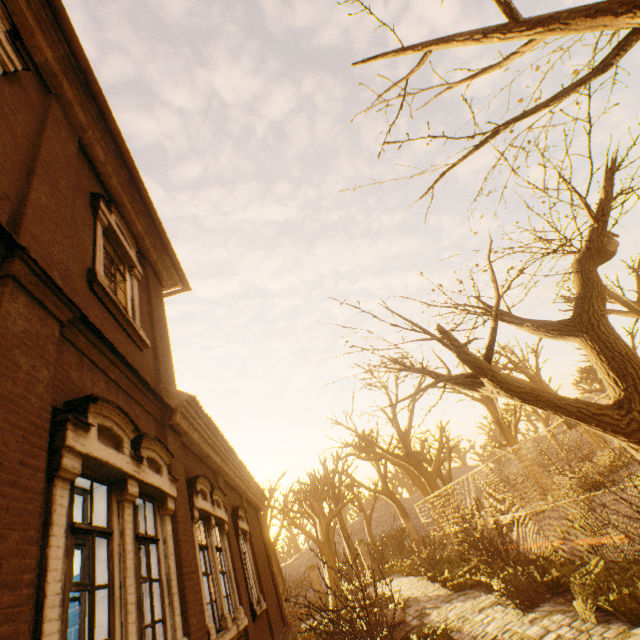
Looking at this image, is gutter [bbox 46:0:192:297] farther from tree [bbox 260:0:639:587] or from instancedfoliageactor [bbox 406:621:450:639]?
instancedfoliageactor [bbox 406:621:450:639]

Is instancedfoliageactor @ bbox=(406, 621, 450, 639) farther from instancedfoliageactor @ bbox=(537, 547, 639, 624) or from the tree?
the tree

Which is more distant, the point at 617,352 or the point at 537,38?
the point at 617,352

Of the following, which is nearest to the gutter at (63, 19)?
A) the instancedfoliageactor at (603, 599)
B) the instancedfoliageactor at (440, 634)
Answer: the instancedfoliageactor at (440, 634)

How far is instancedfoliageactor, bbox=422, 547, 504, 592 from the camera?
10.54m

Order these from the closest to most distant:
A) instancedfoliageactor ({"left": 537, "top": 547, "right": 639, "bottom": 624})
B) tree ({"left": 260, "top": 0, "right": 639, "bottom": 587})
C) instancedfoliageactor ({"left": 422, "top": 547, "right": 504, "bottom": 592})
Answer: tree ({"left": 260, "top": 0, "right": 639, "bottom": 587}), instancedfoliageactor ({"left": 537, "top": 547, "right": 639, "bottom": 624}), instancedfoliageactor ({"left": 422, "top": 547, "right": 504, "bottom": 592})

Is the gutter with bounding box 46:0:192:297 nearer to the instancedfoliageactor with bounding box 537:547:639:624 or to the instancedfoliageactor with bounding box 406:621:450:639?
the instancedfoliageactor with bounding box 406:621:450:639

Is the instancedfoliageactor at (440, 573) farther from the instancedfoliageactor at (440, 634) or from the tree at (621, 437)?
the tree at (621, 437)
